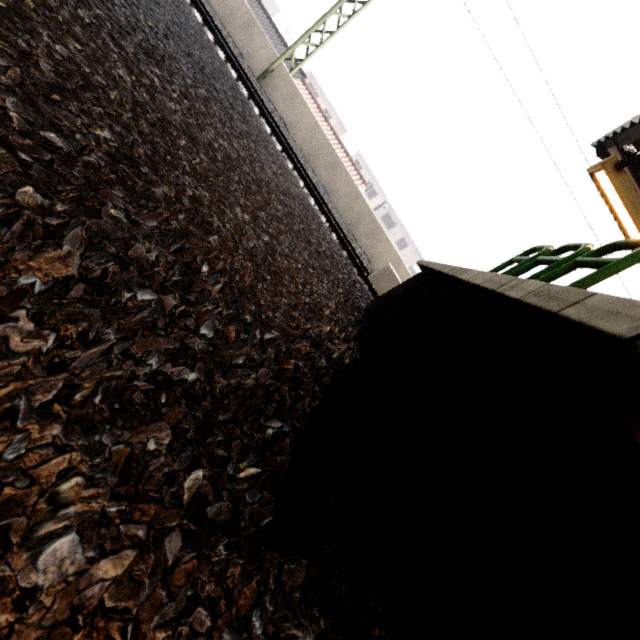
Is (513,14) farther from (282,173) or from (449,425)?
(449,425)

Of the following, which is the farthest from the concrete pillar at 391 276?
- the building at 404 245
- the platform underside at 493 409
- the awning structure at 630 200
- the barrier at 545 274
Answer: the building at 404 245

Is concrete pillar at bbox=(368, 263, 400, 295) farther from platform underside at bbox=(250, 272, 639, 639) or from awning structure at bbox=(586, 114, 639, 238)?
awning structure at bbox=(586, 114, 639, 238)

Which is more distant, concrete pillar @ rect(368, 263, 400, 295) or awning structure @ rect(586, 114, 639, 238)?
concrete pillar @ rect(368, 263, 400, 295)

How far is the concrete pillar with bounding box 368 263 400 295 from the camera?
8.3 meters

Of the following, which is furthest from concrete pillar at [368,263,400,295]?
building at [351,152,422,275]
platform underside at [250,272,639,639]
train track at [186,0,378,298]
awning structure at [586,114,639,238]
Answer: building at [351,152,422,275]

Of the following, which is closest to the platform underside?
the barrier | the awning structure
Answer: the barrier

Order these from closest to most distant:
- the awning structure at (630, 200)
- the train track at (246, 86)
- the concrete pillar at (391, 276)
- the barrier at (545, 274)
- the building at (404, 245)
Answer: the barrier at (545, 274)
the awning structure at (630, 200)
the train track at (246, 86)
the concrete pillar at (391, 276)
the building at (404, 245)
